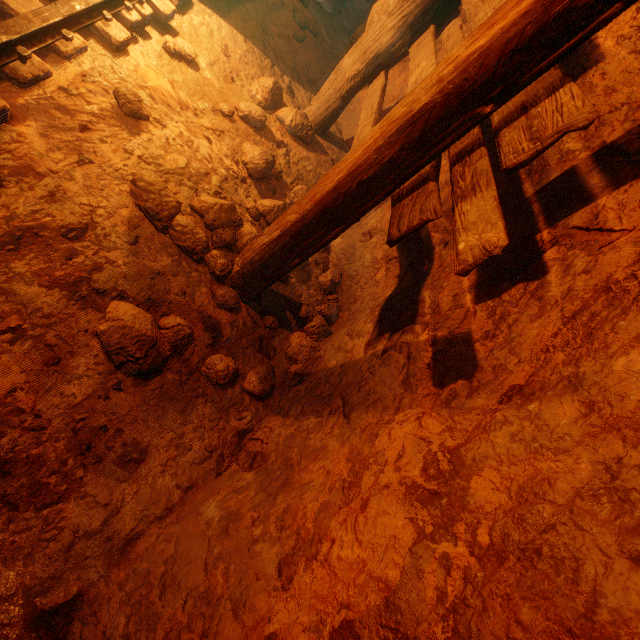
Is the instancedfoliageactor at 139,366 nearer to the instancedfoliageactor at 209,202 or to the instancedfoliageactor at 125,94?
the instancedfoliageactor at 209,202

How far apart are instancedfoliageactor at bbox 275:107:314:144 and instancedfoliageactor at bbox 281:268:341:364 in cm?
151

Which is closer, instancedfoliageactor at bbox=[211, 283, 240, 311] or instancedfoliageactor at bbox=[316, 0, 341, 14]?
instancedfoliageactor at bbox=[211, 283, 240, 311]

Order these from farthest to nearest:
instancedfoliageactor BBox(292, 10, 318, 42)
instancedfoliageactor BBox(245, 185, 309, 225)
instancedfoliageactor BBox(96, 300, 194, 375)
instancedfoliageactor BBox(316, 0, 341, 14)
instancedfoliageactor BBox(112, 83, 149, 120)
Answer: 1. instancedfoliageactor BBox(316, 0, 341, 14)
2. instancedfoliageactor BBox(292, 10, 318, 42)
3. instancedfoliageactor BBox(245, 185, 309, 225)
4. instancedfoliageactor BBox(112, 83, 149, 120)
5. instancedfoliageactor BBox(96, 300, 194, 375)

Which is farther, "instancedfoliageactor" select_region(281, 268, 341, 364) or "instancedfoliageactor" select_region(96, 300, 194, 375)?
"instancedfoliageactor" select_region(281, 268, 341, 364)

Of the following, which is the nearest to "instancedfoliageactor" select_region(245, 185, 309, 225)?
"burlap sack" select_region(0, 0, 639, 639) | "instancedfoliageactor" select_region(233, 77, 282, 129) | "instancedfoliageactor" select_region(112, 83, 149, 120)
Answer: "burlap sack" select_region(0, 0, 639, 639)

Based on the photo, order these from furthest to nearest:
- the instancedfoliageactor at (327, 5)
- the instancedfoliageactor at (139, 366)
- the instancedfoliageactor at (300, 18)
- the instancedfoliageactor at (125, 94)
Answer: the instancedfoliageactor at (327, 5)
the instancedfoliageactor at (300, 18)
the instancedfoliageactor at (125, 94)
the instancedfoliageactor at (139, 366)

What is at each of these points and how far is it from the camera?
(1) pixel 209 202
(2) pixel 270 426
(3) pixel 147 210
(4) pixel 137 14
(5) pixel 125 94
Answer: (1) instancedfoliageactor, 2.2 meters
(2) instancedfoliageactor, 1.9 meters
(3) instancedfoliageactor, 1.9 meters
(4) tracks, 2.5 meters
(5) instancedfoliageactor, 2.1 meters
